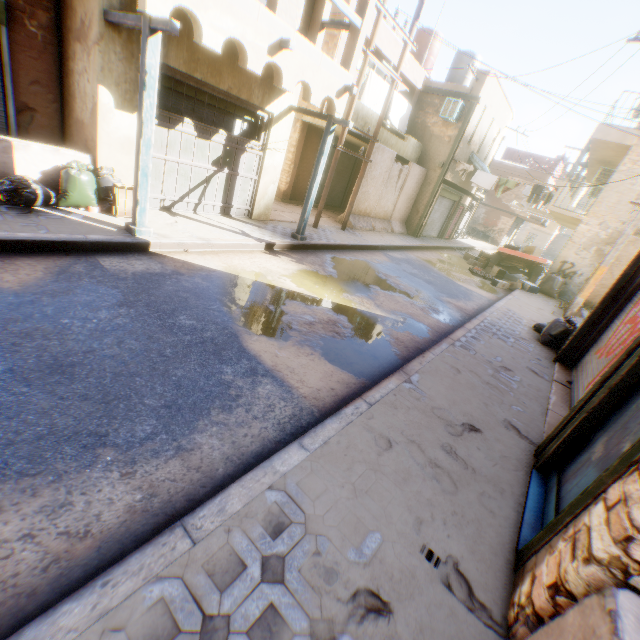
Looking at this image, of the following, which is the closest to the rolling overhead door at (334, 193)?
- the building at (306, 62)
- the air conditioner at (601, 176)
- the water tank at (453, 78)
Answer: the building at (306, 62)

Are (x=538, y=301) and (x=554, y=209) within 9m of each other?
yes

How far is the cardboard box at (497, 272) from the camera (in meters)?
13.78

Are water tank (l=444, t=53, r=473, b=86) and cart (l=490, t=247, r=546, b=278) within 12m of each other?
yes

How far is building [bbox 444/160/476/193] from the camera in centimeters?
1718cm

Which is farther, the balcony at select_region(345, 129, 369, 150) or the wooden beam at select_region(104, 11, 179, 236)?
the balcony at select_region(345, 129, 369, 150)

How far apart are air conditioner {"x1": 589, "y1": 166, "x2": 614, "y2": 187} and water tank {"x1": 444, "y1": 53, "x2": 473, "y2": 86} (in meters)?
8.49

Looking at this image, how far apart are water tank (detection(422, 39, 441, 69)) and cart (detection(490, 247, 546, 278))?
11.2 meters
